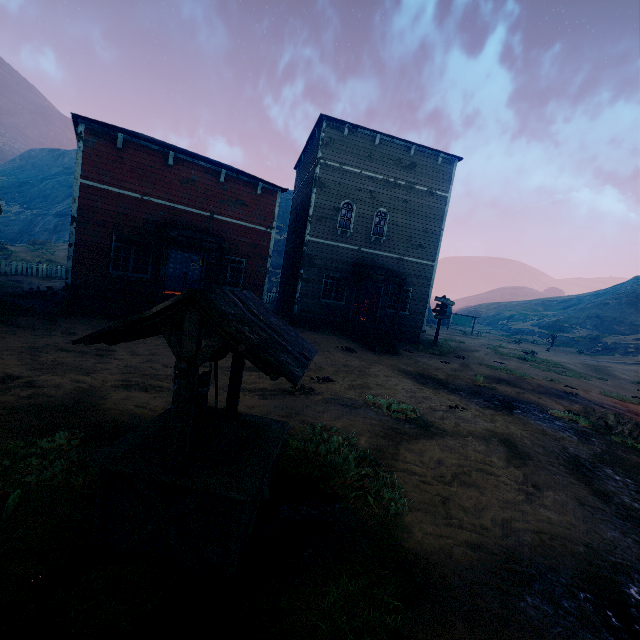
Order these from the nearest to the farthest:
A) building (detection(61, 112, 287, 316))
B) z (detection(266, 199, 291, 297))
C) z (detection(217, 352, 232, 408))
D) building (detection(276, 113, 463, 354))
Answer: z (detection(217, 352, 232, 408)) < building (detection(61, 112, 287, 316)) < building (detection(276, 113, 463, 354)) < z (detection(266, 199, 291, 297))

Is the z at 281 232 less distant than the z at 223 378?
No

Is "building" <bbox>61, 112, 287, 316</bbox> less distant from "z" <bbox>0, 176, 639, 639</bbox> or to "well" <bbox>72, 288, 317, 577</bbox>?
"z" <bbox>0, 176, 639, 639</bbox>

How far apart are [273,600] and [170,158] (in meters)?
14.86

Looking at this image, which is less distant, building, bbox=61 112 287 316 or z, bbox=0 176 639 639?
z, bbox=0 176 639 639

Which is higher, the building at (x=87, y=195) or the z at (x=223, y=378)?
the building at (x=87, y=195)
